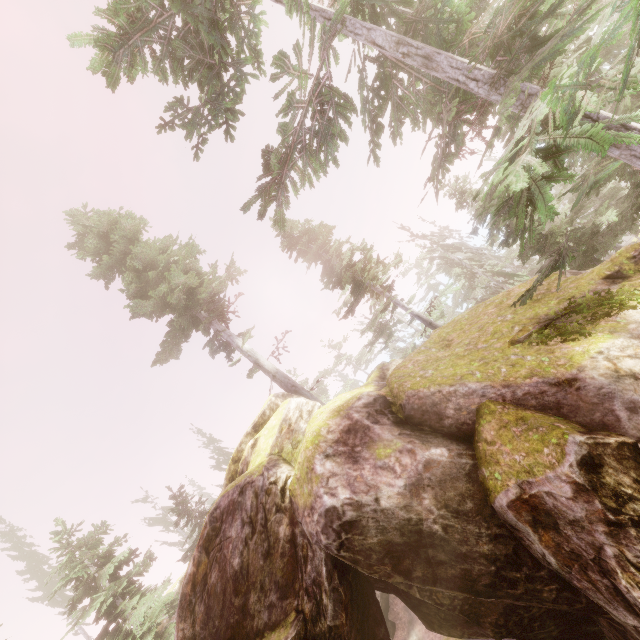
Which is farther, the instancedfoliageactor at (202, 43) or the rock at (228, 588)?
the instancedfoliageactor at (202, 43)

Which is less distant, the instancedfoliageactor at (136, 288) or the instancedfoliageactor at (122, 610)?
the instancedfoliageactor at (136, 288)

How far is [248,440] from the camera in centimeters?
1399cm

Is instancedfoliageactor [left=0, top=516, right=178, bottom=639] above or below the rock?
above

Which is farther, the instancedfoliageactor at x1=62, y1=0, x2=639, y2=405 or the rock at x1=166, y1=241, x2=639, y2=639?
the rock at x1=166, y1=241, x2=639, y2=639

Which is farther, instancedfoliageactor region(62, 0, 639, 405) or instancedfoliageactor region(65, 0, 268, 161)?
instancedfoliageactor region(65, 0, 268, 161)

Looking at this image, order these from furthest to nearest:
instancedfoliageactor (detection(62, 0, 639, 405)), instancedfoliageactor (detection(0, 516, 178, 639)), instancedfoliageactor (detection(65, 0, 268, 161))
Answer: instancedfoliageactor (detection(0, 516, 178, 639)) → instancedfoliageactor (detection(65, 0, 268, 161)) → instancedfoliageactor (detection(62, 0, 639, 405))
